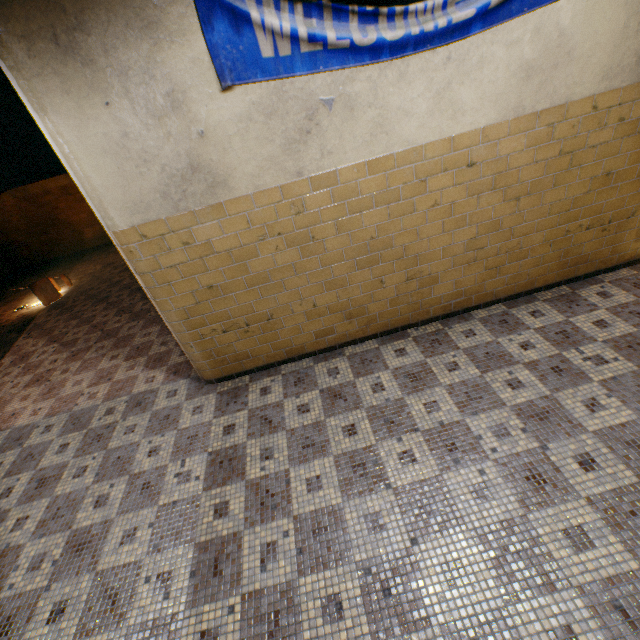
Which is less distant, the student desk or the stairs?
the stairs

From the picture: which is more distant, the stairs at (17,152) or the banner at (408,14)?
the stairs at (17,152)

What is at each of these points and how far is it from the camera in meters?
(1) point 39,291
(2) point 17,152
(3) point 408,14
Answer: (1) student desk, 7.3 m
(2) stairs, 4.2 m
(3) banner, 2.3 m

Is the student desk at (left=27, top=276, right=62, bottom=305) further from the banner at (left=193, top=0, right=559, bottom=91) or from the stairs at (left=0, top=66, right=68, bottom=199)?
the banner at (left=193, top=0, right=559, bottom=91)

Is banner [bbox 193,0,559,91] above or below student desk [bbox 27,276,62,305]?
above

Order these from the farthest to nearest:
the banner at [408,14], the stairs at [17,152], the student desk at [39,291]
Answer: the student desk at [39,291]
the stairs at [17,152]
the banner at [408,14]

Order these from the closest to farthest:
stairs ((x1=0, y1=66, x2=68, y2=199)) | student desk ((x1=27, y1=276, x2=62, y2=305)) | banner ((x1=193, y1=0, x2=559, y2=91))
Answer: banner ((x1=193, y1=0, x2=559, y2=91)) → stairs ((x1=0, y1=66, x2=68, y2=199)) → student desk ((x1=27, y1=276, x2=62, y2=305))

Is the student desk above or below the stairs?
below
